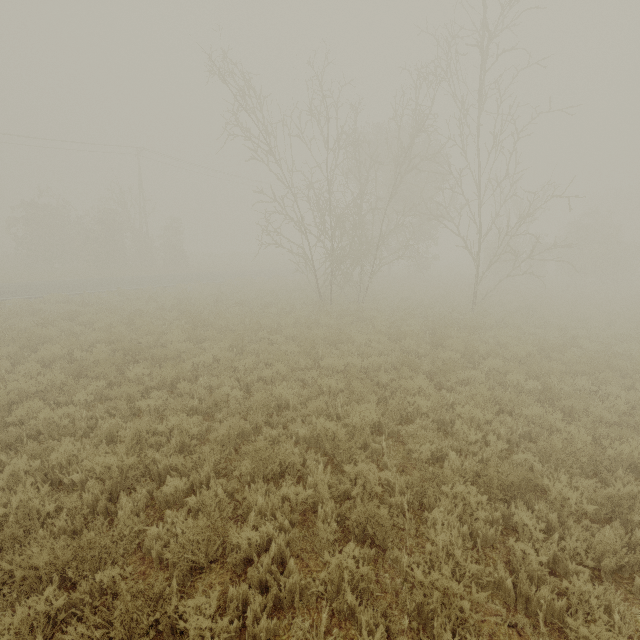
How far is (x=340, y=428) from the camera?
5.8m
